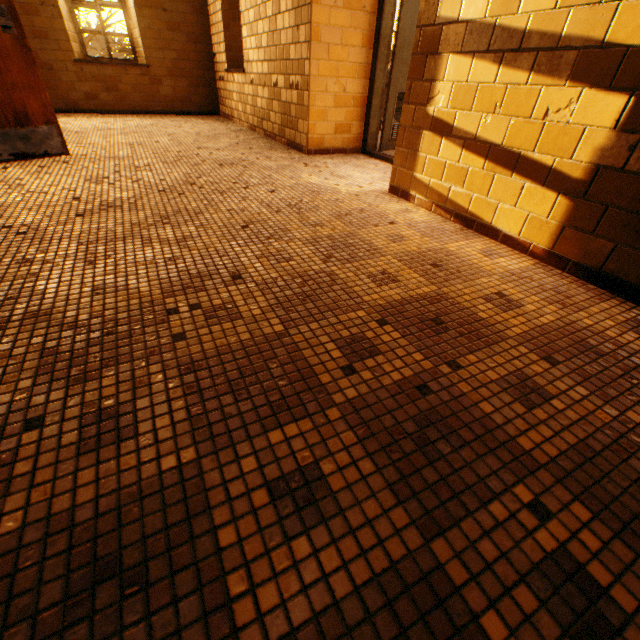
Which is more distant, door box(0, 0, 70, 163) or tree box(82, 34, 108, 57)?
tree box(82, 34, 108, 57)

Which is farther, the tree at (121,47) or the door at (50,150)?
the tree at (121,47)

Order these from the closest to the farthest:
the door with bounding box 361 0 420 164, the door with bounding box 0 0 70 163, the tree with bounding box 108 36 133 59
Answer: the door with bounding box 0 0 70 163, the door with bounding box 361 0 420 164, the tree with bounding box 108 36 133 59

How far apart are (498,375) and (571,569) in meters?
0.6

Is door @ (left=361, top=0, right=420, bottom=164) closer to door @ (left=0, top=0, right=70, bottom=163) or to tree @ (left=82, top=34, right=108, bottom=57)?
door @ (left=0, top=0, right=70, bottom=163)

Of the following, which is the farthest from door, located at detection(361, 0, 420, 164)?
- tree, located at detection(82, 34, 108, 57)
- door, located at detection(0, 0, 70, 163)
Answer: tree, located at detection(82, 34, 108, 57)

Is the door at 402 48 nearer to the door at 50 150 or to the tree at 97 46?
the door at 50 150
